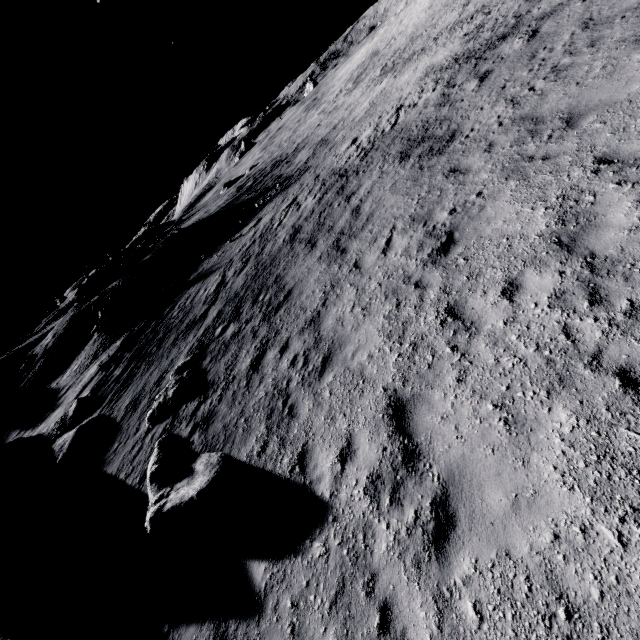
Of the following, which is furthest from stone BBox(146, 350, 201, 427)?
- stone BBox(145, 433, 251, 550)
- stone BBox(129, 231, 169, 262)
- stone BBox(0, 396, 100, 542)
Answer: stone BBox(129, 231, 169, 262)

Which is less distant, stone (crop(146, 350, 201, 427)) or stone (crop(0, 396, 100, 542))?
stone (crop(146, 350, 201, 427))

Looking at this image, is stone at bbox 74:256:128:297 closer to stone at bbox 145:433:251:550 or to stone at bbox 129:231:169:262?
stone at bbox 129:231:169:262

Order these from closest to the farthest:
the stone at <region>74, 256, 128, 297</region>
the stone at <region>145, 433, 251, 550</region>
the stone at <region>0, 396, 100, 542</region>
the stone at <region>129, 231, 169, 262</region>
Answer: the stone at <region>145, 433, 251, 550</region> → the stone at <region>0, 396, 100, 542</region> → the stone at <region>74, 256, 128, 297</region> → the stone at <region>129, 231, 169, 262</region>

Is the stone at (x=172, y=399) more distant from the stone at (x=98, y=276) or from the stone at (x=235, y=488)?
the stone at (x=98, y=276)

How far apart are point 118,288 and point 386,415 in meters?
28.0 m

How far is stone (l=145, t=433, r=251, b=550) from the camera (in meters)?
6.43

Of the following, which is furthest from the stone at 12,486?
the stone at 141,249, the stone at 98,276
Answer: the stone at 141,249
